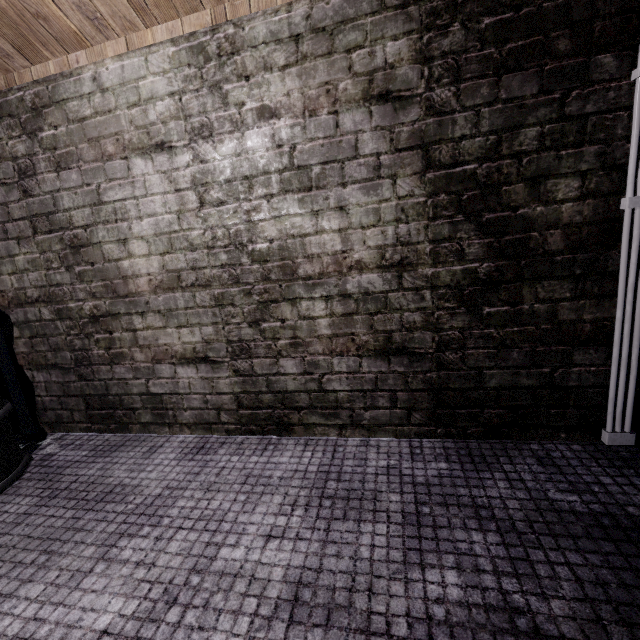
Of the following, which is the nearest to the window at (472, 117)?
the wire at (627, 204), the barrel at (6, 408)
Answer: the wire at (627, 204)

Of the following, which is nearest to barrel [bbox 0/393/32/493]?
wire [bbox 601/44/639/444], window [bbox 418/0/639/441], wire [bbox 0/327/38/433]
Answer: wire [bbox 0/327/38/433]

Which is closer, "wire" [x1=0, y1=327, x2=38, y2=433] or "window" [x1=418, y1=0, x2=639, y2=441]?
"window" [x1=418, y1=0, x2=639, y2=441]

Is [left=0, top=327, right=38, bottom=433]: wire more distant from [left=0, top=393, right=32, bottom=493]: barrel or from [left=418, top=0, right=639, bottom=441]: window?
[left=418, top=0, right=639, bottom=441]: window

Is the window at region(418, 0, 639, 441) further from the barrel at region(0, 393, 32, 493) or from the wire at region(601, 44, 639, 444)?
the barrel at region(0, 393, 32, 493)

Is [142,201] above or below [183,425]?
above

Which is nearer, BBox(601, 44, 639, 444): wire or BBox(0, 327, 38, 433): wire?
BBox(601, 44, 639, 444): wire
